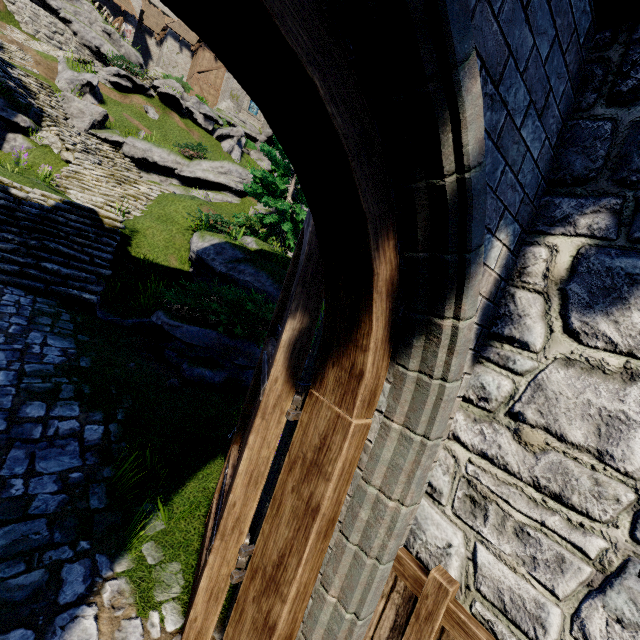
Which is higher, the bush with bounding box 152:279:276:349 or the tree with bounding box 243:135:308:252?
the tree with bounding box 243:135:308:252

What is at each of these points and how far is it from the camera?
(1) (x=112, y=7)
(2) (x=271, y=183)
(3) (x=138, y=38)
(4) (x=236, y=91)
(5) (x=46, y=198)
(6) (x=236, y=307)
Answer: (1) double door, 31.8 meters
(2) tree, 13.4 meters
(3) building, 35.7 meters
(4) building, 35.2 meters
(5) stairs, 8.9 meters
(6) bush, 6.7 meters

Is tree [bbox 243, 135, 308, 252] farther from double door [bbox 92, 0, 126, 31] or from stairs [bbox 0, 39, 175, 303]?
double door [bbox 92, 0, 126, 31]

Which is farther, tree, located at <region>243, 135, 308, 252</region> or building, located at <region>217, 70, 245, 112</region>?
building, located at <region>217, 70, 245, 112</region>

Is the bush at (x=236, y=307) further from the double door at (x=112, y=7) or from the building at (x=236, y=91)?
the double door at (x=112, y=7)

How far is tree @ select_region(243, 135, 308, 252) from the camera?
13.02m

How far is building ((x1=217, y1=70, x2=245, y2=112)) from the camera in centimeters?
3497cm

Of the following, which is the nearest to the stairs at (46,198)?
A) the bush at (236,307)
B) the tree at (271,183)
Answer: the tree at (271,183)
